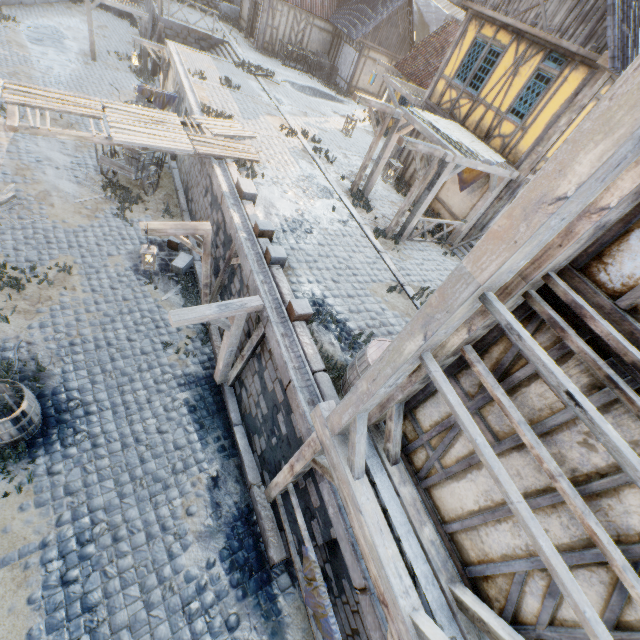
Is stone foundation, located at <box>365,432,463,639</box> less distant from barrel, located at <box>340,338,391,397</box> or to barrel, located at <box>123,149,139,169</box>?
barrel, located at <box>340,338,391,397</box>

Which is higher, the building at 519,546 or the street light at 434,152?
the street light at 434,152

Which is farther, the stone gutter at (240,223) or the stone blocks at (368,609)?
the stone gutter at (240,223)

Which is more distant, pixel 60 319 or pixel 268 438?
pixel 60 319

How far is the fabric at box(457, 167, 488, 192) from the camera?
11.2 meters

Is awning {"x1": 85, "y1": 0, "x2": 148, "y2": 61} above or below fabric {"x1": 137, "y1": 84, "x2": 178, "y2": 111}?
above

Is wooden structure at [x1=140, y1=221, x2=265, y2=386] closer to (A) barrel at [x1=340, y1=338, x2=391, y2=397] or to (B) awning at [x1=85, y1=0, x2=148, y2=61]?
(A) barrel at [x1=340, y1=338, x2=391, y2=397]

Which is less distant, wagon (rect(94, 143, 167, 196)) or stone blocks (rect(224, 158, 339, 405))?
stone blocks (rect(224, 158, 339, 405))
